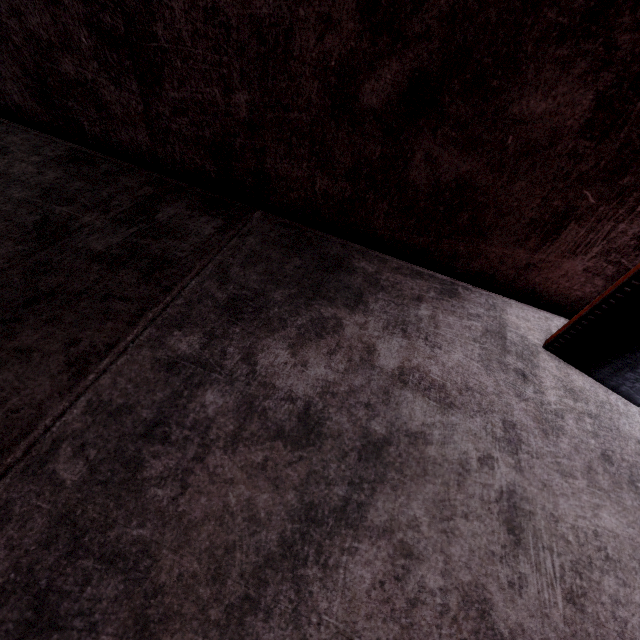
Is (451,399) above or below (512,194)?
below
